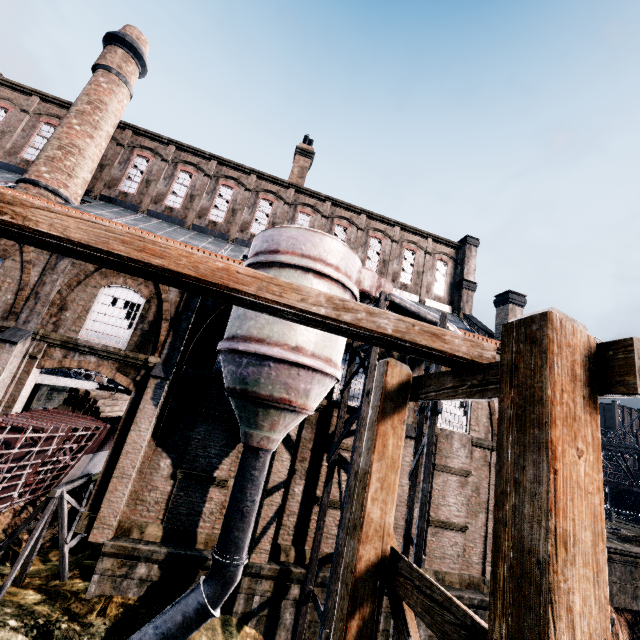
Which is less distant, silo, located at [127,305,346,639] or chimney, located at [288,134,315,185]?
silo, located at [127,305,346,639]

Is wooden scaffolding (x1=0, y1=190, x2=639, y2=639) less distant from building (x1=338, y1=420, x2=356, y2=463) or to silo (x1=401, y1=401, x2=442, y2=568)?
silo (x1=401, y1=401, x2=442, y2=568)

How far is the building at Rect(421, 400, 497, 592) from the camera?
15.4m

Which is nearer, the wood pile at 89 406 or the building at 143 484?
the building at 143 484

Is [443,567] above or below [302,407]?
below

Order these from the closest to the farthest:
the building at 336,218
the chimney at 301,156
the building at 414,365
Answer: the building at 414,365 < the building at 336,218 < the chimney at 301,156

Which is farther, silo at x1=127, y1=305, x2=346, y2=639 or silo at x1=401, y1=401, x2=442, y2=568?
silo at x1=401, y1=401, x2=442, y2=568
